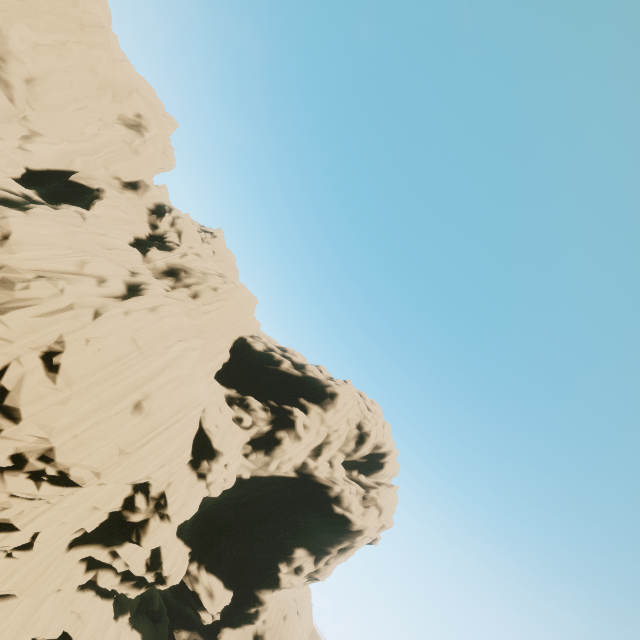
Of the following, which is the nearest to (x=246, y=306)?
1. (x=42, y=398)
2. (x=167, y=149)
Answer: (x=42, y=398)
